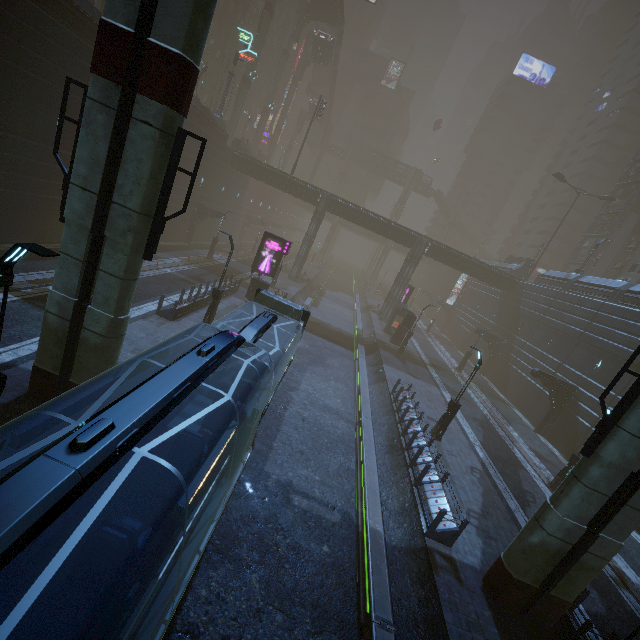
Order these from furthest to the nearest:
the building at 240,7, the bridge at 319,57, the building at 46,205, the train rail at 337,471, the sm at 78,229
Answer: the bridge at 319,57
the building at 240,7
the building at 46,205
the train rail at 337,471
the sm at 78,229

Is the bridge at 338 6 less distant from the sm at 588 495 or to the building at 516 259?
the building at 516 259

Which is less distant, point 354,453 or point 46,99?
point 354,453

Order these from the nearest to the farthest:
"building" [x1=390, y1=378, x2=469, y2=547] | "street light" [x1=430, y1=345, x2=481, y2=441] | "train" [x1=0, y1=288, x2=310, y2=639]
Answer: "train" [x1=0, y1=288, x2=310, y2=639] < "building" [x1=390, y1=378, x2=469, y2=547] < "street light" [x1=430, y1=345, x2=481, y2=441]

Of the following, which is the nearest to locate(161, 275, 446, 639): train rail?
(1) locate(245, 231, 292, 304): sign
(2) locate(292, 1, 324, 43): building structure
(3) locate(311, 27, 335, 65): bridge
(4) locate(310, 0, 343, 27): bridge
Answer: (1) locate(245, 231, 292, 304): sign

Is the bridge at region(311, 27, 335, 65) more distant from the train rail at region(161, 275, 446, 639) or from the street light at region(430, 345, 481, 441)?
the street light at region(430, 345, 481, 441)

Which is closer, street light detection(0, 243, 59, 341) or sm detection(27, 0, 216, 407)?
street light detection(0, 243, 59, 341)

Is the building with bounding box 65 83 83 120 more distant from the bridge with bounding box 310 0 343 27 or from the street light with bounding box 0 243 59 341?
the bridge with bounding box 310 0 343 27
